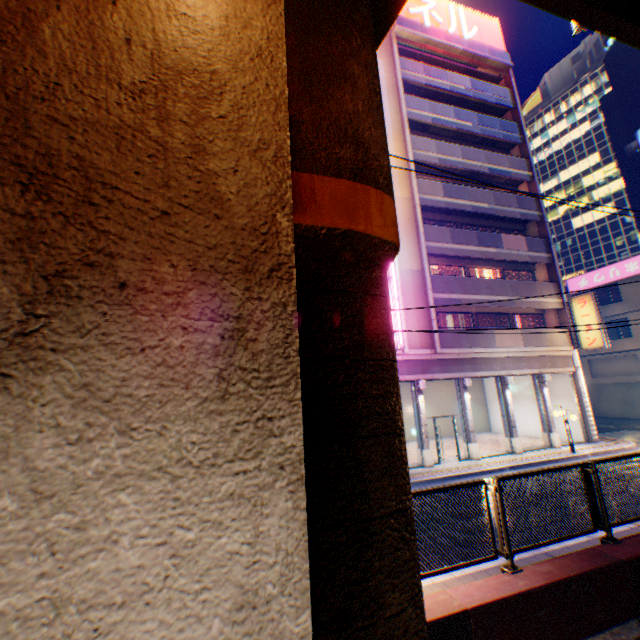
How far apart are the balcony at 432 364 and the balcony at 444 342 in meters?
0.5

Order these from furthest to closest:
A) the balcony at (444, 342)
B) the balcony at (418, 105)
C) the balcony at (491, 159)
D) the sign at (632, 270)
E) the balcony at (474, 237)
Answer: the sign at (632, 270) < the balcony at (418, 105) < the balcony at (491, 159) < the balcony at (474, 237) < the balcony at (444, 342)

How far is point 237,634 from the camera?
1.01m

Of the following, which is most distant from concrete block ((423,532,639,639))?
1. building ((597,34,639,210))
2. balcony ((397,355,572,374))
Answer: building ((597,34,639,210))

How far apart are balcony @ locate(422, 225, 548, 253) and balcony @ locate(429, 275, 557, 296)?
1.97m

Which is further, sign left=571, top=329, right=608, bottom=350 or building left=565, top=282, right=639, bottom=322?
building left=565, top=282, right=639, bottom=322

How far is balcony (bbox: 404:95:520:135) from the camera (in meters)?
21.11

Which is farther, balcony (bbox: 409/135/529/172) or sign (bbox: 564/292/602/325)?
balcony (bbox: 409/135/529/172)
